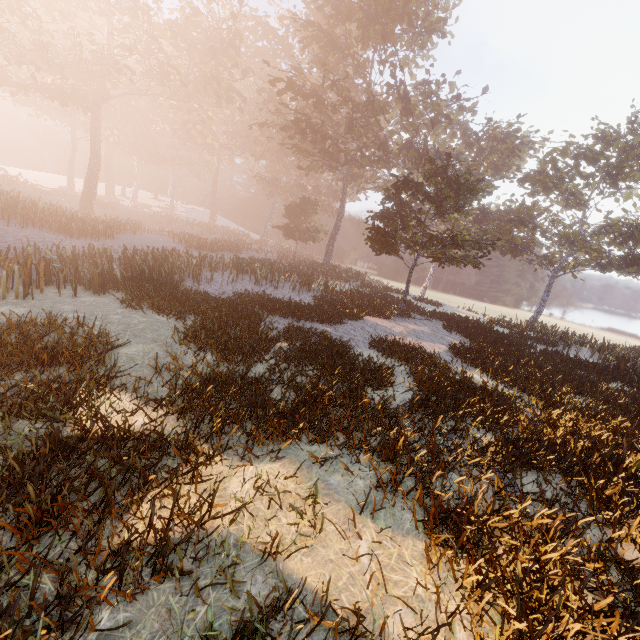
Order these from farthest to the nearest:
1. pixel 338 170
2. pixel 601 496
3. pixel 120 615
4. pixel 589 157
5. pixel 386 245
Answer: pixel 338 170 → pixel 589 157 → pixel 386 245 → pixel 601 496 → pixel 120 615
